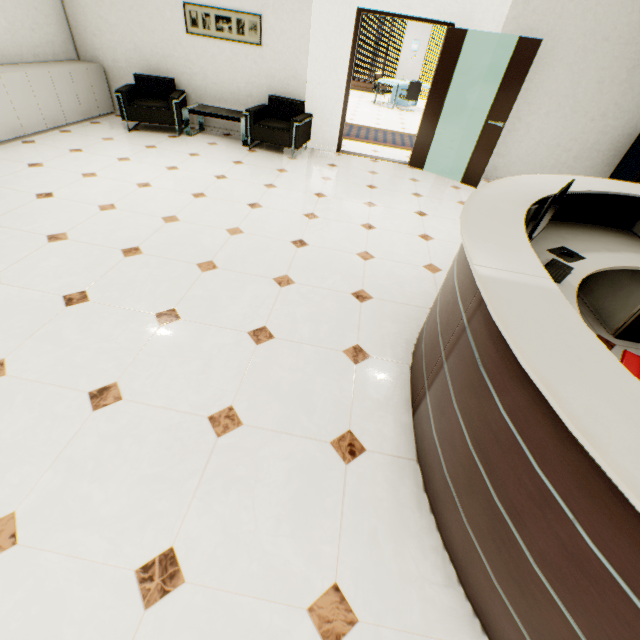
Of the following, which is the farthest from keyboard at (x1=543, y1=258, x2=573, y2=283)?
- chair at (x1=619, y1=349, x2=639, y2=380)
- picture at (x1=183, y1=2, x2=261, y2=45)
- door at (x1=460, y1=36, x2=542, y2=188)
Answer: picture at (x1=183, y1=2, x2=261, y2=45)

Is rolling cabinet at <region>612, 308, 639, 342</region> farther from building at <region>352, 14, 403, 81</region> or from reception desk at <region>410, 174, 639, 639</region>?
building at <region>352, 14, 403, 81</region>

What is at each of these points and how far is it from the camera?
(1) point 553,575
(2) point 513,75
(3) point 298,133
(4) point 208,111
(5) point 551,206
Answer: (1) reception desk, 1.0m
(2) door, 4.8m
(3) chair, 5.5m
(4) table, 5.8m
(5) monitor, 1.9m

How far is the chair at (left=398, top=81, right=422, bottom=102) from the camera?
10.92m

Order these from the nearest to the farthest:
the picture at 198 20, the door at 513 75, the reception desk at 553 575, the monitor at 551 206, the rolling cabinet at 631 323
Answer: the reception desk at 553 575 → the monitor at 551 206 → the rolling cabinet at 631 323 → the door at 513 75 → the picture at 198 20

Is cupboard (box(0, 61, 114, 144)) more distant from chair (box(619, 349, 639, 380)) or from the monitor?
chair (box(619, 349, 639, 380))

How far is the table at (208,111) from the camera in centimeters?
575cm

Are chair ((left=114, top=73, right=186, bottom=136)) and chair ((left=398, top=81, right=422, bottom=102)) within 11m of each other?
yes
